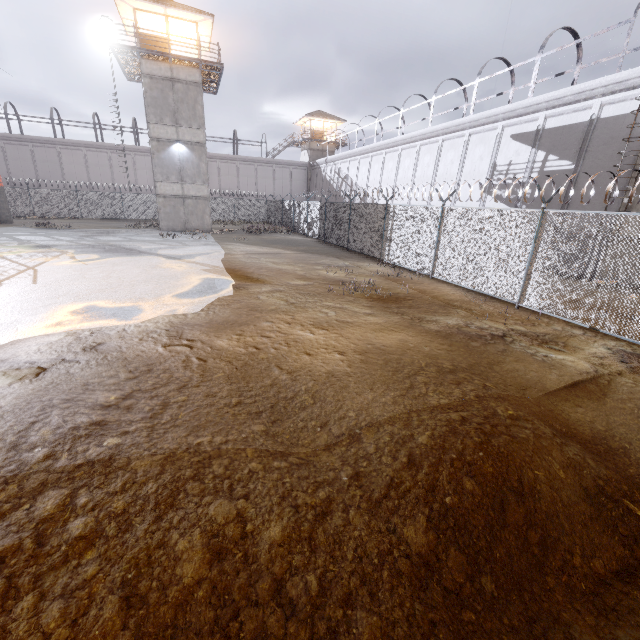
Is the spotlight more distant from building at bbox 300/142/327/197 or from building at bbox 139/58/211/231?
building at bbox 300/142/327/197

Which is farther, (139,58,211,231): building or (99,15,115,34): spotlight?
(139,58,211,231): building

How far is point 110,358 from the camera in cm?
506

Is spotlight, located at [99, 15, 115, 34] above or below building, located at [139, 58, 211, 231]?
above

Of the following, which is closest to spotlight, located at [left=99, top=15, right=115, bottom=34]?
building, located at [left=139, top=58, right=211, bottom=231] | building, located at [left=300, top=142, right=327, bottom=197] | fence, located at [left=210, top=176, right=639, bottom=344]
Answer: building, located at [left=139, top=58, right=211, bottom=231]

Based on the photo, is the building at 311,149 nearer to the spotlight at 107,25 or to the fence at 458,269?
the fence at 458,269

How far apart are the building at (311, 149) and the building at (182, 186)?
23.62m

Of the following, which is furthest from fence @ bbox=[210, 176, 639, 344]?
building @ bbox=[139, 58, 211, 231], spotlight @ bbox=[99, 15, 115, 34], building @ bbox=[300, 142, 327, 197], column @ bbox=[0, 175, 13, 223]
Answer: spotlight @ bbox=[99, 15, 115, 34]
